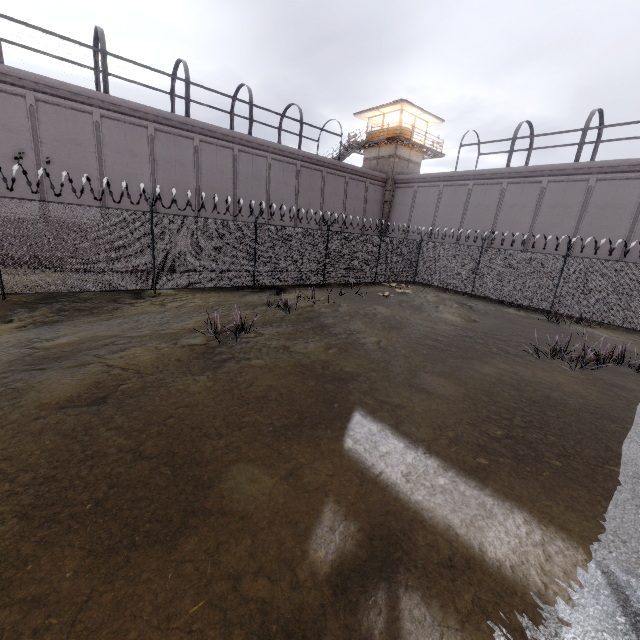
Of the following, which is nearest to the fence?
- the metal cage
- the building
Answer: the metal cage

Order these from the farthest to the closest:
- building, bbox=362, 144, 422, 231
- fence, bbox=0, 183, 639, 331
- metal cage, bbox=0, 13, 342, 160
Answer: building, bbox=362, 144, 422, 231, metal cage, bbox=0, 13, 342, 160, fence, bbox=0, 183, 639, 331

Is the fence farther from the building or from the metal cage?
the building

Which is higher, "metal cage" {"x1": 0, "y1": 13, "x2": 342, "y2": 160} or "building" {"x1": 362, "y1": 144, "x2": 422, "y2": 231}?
"metal cage" {"x1": 0, "y1": 13, "x2": 342, "y2": 160}

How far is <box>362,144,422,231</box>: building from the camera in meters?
29.3

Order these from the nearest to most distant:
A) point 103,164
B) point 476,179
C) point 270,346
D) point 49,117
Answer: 1. point 270,346
2. point 49,117
3. point 103,164
4. point 476,179

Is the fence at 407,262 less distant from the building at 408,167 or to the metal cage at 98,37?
the metal cage at 98,37

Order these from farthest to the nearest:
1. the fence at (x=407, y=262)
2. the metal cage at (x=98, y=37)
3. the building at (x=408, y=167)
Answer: the building at (x=408, y=167) → the metal cage at (x=98, y=37) → the fence at (x=407, y=262)
